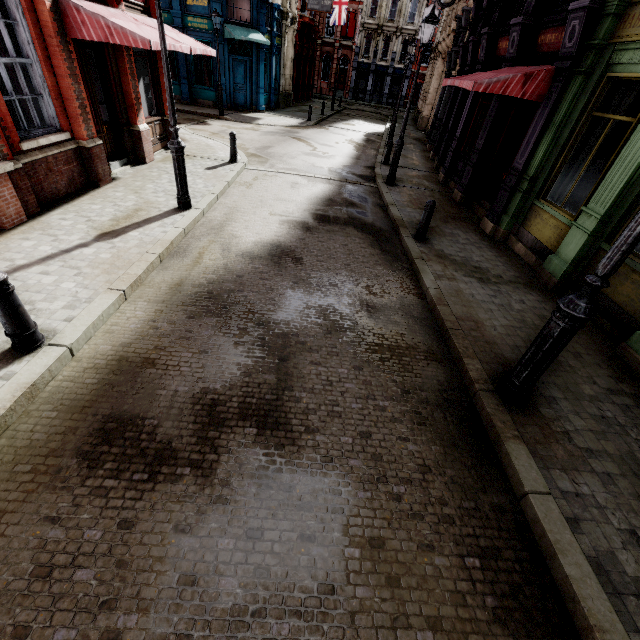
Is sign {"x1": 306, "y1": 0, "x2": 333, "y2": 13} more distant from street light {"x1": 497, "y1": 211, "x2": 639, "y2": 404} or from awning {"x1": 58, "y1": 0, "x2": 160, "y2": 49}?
street light {"x1": 497, "y1": 211, "x2": 639, "y2": 404}

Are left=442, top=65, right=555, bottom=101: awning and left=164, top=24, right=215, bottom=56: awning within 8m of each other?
yes

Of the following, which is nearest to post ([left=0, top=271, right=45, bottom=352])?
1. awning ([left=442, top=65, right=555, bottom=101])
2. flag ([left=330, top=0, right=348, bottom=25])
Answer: awning ([left=442, top=65, right=555, bottom=101])

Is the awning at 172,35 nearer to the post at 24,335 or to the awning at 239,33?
the post at 24,335

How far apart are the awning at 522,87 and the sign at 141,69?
9.13m

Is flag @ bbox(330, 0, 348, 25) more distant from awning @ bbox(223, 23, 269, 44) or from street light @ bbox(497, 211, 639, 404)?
street light @ bbox(497, 211, 639, 404)

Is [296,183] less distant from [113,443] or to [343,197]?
[343,197]

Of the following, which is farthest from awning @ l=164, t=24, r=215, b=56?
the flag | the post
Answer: the flag
